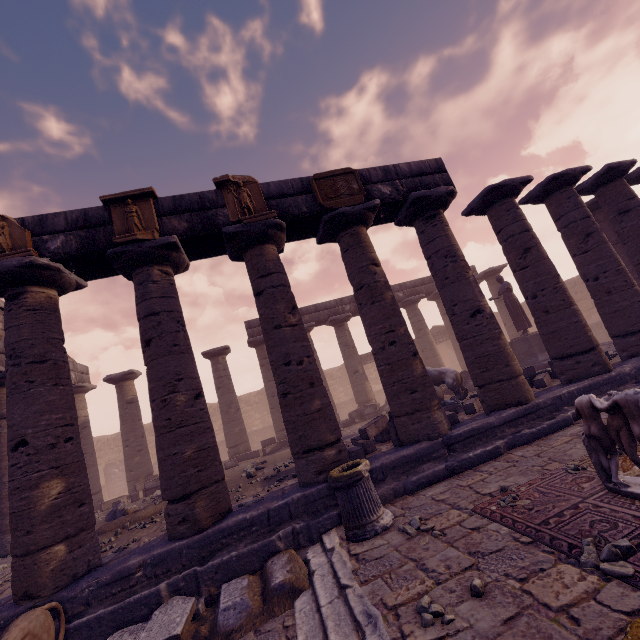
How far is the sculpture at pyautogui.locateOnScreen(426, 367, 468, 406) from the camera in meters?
11.0 m

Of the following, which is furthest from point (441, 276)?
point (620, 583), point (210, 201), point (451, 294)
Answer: point (620, 583)

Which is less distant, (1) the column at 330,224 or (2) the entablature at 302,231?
(1) the column at 330,224

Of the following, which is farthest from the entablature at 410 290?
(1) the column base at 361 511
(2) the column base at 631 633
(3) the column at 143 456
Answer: (2) the column base at 631 633

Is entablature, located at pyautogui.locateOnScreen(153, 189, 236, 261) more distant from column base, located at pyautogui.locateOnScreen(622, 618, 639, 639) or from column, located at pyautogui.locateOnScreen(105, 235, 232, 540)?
column base, located at pyautogui.locateOnScreen(622, 618, 639, 639)

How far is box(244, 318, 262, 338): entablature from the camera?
16.8 meters

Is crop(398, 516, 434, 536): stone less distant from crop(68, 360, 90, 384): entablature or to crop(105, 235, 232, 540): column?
crop(105, 235, 232, 540): column

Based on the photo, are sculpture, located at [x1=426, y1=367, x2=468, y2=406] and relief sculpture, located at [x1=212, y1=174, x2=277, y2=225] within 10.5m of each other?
yes
